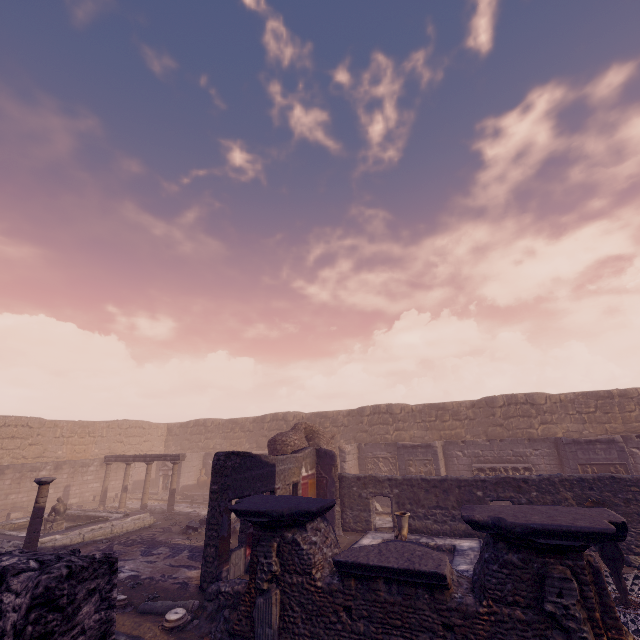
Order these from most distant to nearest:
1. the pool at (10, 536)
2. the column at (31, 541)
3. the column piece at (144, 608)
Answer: the pool at (10, 536)
the column at (31, 541)
the column piece at (144, 608)

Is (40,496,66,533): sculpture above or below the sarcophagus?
below

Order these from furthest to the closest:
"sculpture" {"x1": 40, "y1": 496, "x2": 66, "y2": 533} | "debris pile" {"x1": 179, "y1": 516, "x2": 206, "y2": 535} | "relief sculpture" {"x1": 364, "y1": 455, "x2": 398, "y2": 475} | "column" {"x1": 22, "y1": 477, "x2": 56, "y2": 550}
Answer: "relief sculpture" {"x1": 364, "y1": 455, "x2": 398, "y2": 475} < "sculpture" {"x1": 40, "y1": 496, "x2": 66, "y2": 533} < "debris pile" {"x1": 179, "y1": 516, "x2": 206, "y2": 535} < "column" {"x1": 22, "y1": 477, "x2": 56, "y2": 550}

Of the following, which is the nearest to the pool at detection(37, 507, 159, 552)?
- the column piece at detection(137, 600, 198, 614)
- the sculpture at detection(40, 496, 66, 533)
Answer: the sculpture at detection(40, 496, 66, 533)

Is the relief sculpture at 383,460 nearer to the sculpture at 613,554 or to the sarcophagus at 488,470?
the sarcophagus at 488,470

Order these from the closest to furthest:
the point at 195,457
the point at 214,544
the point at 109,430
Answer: the point at 214,544, the point at 195,457, the point at 109,430

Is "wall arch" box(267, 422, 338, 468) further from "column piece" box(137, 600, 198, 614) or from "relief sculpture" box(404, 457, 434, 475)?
"column piece" box(137, 600, 198, 614)

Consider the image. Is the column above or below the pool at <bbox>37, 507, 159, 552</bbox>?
above
